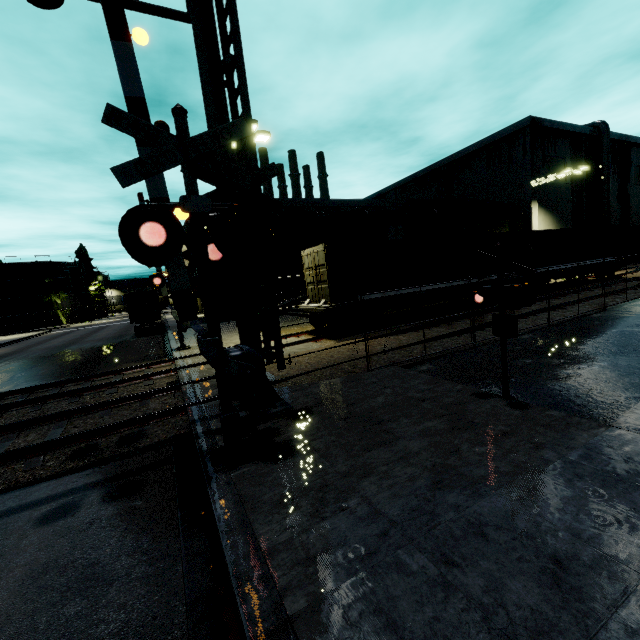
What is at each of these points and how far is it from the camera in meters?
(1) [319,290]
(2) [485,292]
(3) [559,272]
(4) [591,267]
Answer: (1) cargo container door, 14.9
(2) railroad crossing sign, 5.9
(3) flatcar, 21.5
(4) flatcar, 23.3

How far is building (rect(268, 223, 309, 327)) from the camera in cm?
2470

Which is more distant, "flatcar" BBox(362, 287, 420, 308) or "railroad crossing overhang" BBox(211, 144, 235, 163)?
"flatcar" BBox(362, 287, 420, 308)

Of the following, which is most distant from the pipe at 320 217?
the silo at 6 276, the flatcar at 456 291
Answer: the silo at 6 276

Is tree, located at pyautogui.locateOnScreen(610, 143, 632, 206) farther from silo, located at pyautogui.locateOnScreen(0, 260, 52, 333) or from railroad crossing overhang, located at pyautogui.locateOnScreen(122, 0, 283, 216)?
silo, located at pyautogui.locateOnScreen(0, 260, 52, 333)

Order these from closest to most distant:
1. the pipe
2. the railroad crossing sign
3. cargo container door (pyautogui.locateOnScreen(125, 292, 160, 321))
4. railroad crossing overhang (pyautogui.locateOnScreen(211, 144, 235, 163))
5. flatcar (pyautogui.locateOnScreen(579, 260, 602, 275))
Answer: the railroad crossing sign < railroad crossing overhang (pyautogui.locateOnScreen(211, 144, 235, 163)) < flatcar (pyautogui.locateOnScreen(579, 260, 602, 275)) < cargo container door (pyautogui.locateOnScreen(125, 292, 160, 321)) < the pipe

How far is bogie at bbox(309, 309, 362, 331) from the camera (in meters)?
14.30

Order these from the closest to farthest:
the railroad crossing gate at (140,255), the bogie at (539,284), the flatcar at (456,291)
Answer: the railroad crossing gate at (140,255), the flatcar at (456,291), the bogie at (539,284)
